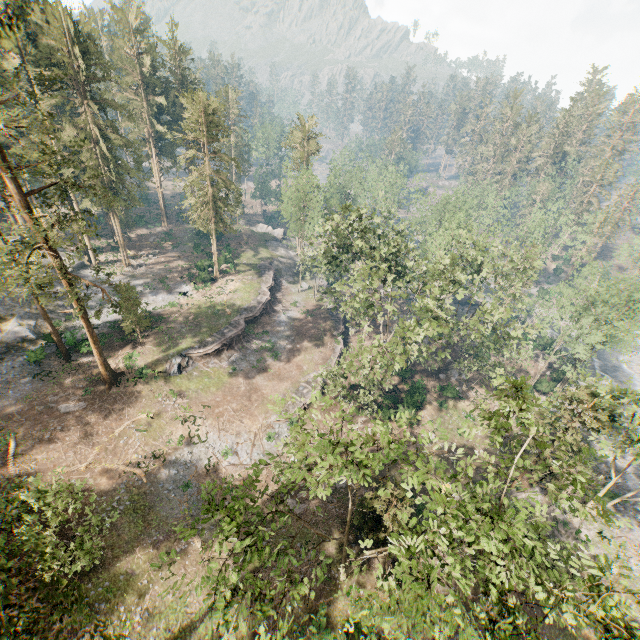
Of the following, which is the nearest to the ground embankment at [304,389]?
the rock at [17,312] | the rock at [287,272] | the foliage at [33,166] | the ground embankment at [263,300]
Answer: the foliage at [33,166]

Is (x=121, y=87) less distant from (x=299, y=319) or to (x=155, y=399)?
(x=299, y=319)

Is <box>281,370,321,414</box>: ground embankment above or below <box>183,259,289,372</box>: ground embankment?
below

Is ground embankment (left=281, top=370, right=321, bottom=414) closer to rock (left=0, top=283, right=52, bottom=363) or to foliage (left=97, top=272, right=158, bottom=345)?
foliage (left=97, top=272, right=158, bottom=345)

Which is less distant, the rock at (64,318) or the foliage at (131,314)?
the foliage at (131,314)

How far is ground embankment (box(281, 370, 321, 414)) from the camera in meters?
35.1 m

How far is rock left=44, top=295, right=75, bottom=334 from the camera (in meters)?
36.62

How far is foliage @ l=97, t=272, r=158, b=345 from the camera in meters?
25.2
